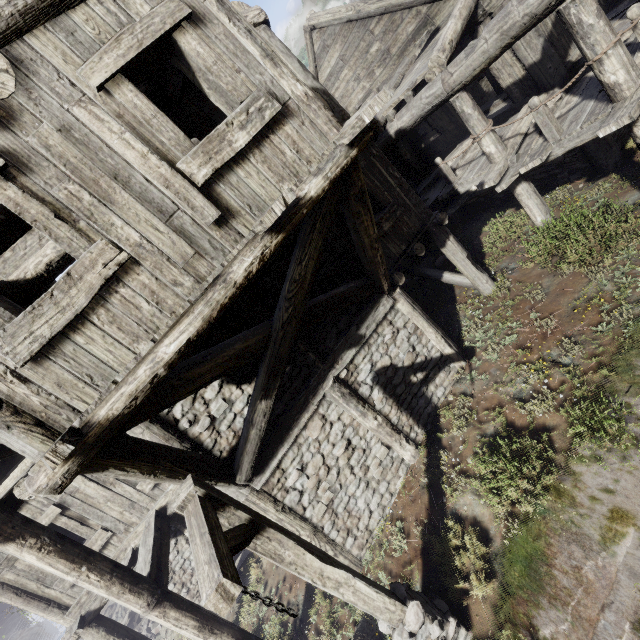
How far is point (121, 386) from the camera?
3.11m

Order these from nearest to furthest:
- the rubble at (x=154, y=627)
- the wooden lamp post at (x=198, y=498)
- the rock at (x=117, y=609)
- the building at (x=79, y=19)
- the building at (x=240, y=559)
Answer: the wooden lamp post at (x=198, y=498) < the building at (x=79, y=19) < the building at (x=240, y=559) < the rubble at (x=154, y=627) < the rock at (x=117, y=609)

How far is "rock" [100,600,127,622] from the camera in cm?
1717

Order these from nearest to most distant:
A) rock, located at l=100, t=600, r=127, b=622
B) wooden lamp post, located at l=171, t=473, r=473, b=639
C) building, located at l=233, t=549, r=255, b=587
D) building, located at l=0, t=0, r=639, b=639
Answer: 1. wooden lamp post, located at l=171, t=473, r=473, b=639
2. building, located at l=0, t=0, r=639, b=639
3. building, located at l=233, t=549, r=255, b=587
4. rock, located at l=100, t=600, r=127, b=622

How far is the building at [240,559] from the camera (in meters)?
9.51

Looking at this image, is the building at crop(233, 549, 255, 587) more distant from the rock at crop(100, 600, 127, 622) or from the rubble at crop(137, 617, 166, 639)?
the rubble at crop(137, 617, 166, 639)

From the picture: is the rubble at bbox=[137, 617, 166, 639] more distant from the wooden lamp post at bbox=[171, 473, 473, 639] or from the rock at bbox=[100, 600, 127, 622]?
the wooden lamp post at bbox=[171, 473, 473, 639]
